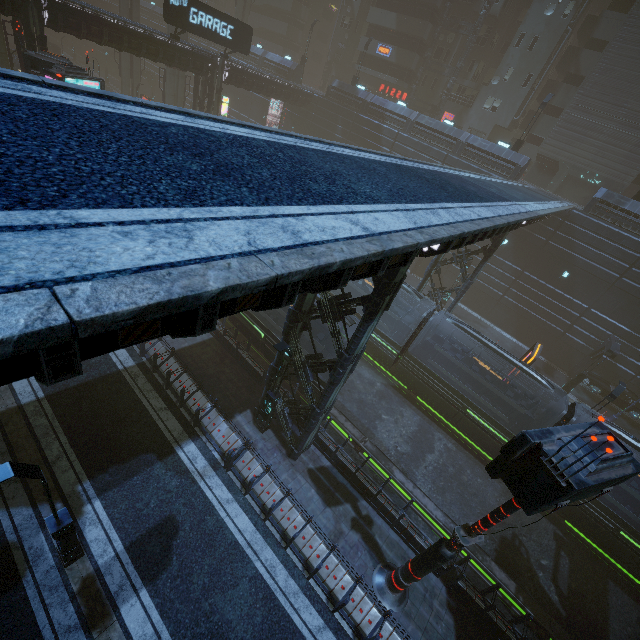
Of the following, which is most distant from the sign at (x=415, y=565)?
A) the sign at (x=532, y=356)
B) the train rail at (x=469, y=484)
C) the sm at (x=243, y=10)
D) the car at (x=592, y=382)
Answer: the sm at (x=243, y=10)

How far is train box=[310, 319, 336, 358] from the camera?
15.8 meters

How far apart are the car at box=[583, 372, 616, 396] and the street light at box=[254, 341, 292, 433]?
27.7m

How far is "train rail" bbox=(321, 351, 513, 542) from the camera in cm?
1571

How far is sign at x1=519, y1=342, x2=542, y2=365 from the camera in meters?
19.4

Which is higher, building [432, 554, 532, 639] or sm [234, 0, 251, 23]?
sm [234, 0, 251, 23]

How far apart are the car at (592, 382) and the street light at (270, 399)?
27.7m

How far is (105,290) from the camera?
1.6 meters
